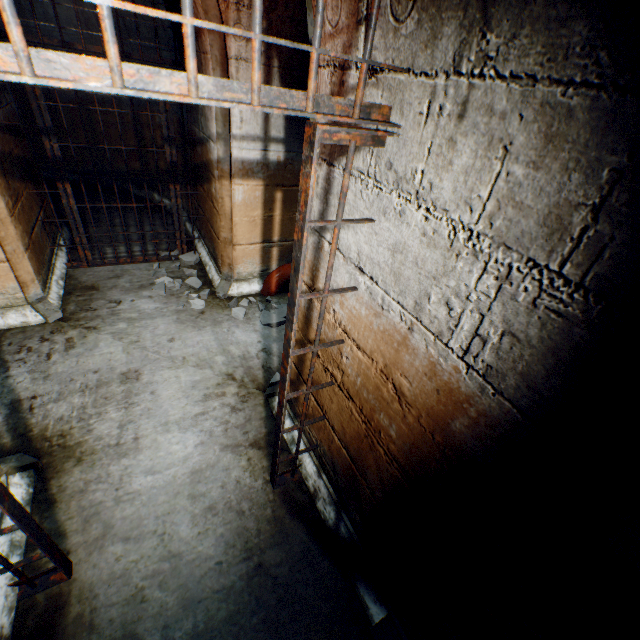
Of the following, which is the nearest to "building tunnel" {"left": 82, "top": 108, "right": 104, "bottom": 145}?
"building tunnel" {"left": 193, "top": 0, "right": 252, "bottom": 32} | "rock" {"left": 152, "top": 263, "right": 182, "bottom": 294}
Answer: "building tunnel" {"left": 193, "top": 0, "right": 252, "bottom": 32}

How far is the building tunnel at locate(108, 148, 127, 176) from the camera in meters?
5.9

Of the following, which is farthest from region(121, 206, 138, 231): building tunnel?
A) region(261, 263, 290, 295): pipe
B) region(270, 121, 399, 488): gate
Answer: region(270, 121, 399, 488): gate

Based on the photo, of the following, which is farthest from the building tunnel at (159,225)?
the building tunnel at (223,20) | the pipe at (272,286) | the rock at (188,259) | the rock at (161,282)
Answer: the pipe at (272,286)

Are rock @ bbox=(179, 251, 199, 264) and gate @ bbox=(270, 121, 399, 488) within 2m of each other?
no

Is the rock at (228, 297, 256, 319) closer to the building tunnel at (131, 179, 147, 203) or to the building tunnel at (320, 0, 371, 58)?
the building tunnel at (320, 0, 371, 58)

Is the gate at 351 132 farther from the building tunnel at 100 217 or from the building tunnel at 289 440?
the building tunnel at 100 217

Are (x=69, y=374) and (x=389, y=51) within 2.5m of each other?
no
